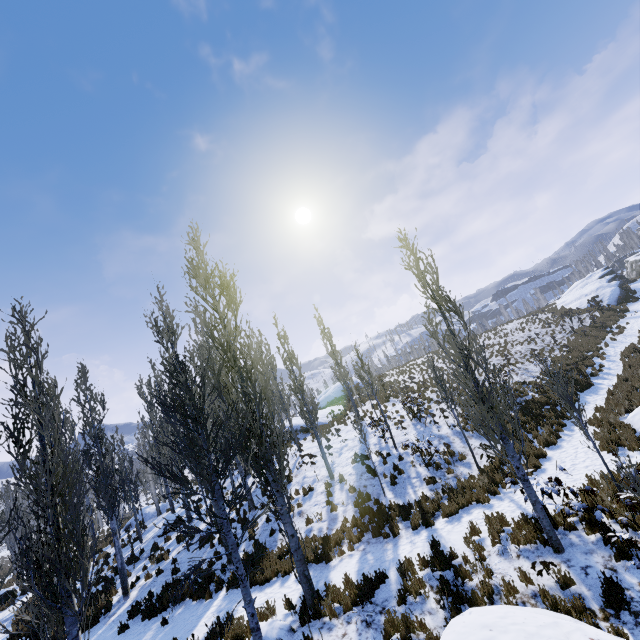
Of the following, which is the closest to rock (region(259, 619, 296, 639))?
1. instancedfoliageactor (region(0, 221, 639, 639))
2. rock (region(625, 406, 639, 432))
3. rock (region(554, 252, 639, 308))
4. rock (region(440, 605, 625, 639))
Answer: instancedfoliageactor (region(0, 221, 639, 639))

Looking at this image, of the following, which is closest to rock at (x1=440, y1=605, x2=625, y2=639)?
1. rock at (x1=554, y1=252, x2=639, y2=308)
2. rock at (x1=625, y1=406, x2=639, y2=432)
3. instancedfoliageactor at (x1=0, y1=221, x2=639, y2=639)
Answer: instancedfoliageactor at (x1=0, y1=221, x2=639, y2=639)

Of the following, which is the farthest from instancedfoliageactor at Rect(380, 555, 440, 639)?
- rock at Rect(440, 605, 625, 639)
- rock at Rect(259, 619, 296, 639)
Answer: rock at Rect(440, 605, 625, 639)

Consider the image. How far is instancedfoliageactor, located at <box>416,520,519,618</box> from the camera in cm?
644

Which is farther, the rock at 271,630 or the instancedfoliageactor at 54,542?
the rock at 271,630

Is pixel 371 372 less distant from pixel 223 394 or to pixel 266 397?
pixel 266 397

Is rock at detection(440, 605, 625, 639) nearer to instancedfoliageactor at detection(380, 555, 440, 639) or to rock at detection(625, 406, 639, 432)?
instancedfoliageactor at detection(380, 555, 440, 639)

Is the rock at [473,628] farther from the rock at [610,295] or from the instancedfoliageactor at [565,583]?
the rock at [610,295]
